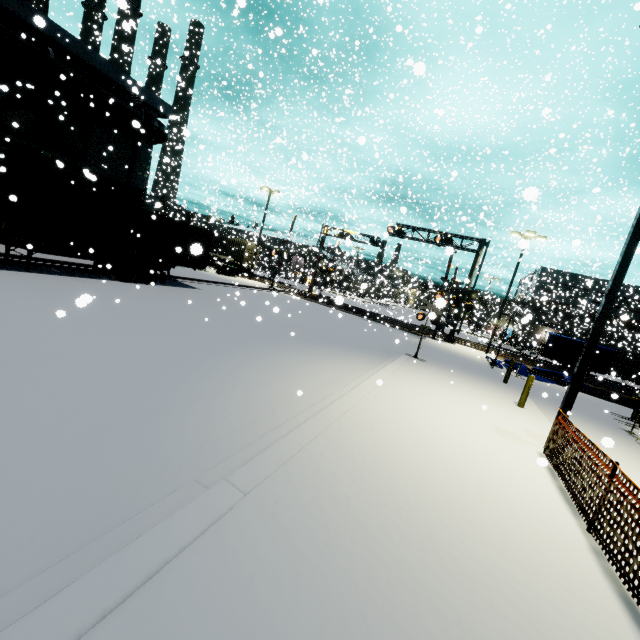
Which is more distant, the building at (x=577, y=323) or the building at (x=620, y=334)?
the building at (x=577, y=323)

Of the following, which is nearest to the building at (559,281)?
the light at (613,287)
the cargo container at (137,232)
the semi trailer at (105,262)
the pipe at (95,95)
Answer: the pipe at (95,95)

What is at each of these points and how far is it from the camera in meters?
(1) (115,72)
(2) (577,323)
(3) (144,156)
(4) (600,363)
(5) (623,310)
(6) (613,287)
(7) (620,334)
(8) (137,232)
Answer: (1) building, 17.8
(2) building, 57.1
(3) building, 21.2
(4) tarp, 22.8
(5) building, 54.7
(6) light, 7.0
(7) building, 26.2
(8) cargo container, 15.4

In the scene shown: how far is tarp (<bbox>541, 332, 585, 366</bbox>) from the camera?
23.3 meters

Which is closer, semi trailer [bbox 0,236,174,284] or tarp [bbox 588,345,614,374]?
semi trailer [bbox 0,236,174,284]

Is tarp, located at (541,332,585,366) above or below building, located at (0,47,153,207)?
below

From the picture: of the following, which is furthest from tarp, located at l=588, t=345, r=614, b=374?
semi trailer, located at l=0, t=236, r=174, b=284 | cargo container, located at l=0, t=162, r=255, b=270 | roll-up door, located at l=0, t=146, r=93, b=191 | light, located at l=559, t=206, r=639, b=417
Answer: semi trailer, located at l=0, t=236, r=174, b=284

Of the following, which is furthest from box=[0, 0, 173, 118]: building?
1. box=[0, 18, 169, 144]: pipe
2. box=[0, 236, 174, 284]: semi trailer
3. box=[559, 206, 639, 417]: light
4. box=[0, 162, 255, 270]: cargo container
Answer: box=[559, 206, 639, 417]: light
